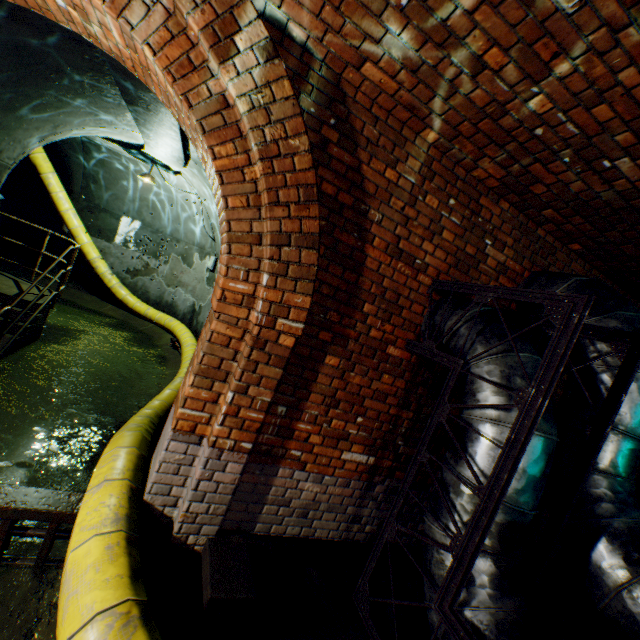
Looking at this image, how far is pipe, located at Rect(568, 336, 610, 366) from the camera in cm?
261

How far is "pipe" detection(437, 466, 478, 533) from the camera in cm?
211

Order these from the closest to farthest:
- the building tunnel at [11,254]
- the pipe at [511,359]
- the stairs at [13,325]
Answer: the pipe at [511,359]
the stairs at [13,325]
the building tunnel at [11,254]

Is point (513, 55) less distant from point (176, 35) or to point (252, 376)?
point (176, 35)

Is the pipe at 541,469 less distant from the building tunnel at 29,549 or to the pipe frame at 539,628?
the pipe frame at 539,628

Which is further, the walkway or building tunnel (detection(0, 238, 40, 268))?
building tunnel (detection(0, 238, 40, 268))
